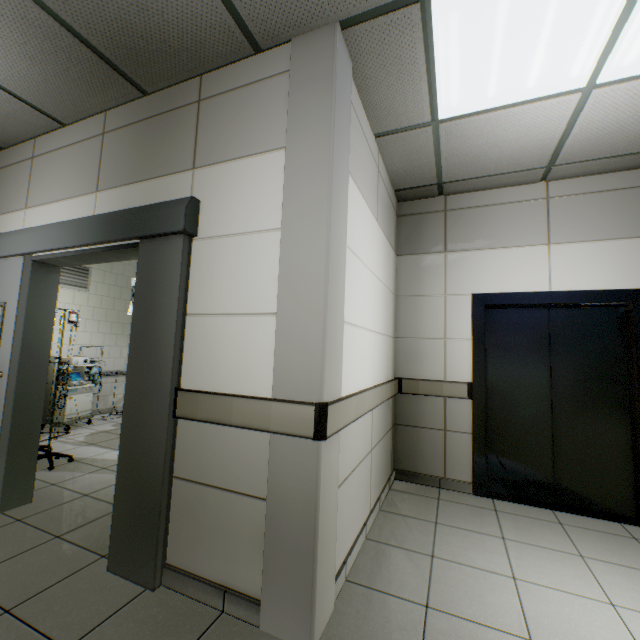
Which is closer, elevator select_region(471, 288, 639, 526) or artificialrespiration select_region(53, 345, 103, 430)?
elevator select_region(471, 288, 639, 526)

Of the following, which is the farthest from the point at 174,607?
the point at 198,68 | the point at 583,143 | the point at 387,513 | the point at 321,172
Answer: the point at 583,143

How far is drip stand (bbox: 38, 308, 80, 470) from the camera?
3.6m

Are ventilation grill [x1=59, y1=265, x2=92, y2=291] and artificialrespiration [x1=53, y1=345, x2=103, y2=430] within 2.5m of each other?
yes

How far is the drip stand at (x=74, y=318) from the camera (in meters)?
3.61

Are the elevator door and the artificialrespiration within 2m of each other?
no

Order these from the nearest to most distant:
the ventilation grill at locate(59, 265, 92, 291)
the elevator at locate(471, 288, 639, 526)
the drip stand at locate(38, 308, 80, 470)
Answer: the elevator at locate(471, 288, 639, 526) → the drip stand at locate(38, 308, 80, 470) → the ventilation grill at locate(59, 265, 92, 291)

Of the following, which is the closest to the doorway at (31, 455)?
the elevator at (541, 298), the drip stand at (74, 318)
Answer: the drip stand at (74, 318)
